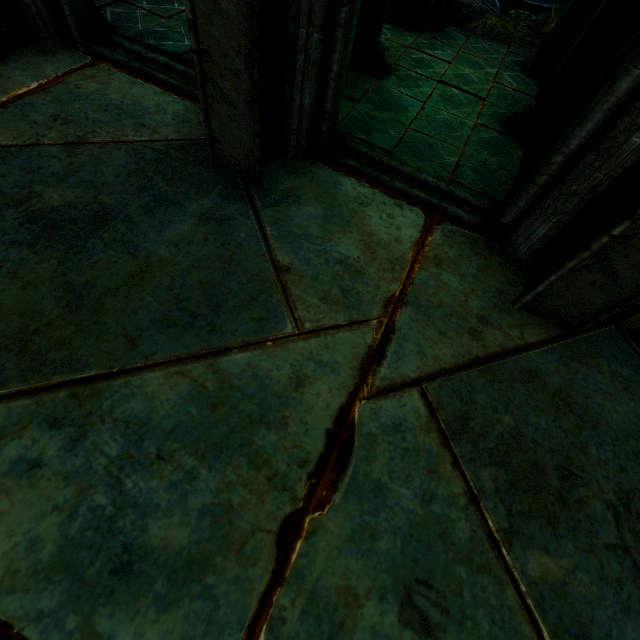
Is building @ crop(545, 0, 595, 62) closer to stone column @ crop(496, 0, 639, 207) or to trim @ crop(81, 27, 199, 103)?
trim @ crop(81, 27, 199, 103)

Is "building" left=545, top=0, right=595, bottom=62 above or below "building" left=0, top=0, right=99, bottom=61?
above

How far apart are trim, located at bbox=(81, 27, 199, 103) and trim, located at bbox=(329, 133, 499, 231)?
0.8 meters

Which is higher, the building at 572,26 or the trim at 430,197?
the building at 572,26

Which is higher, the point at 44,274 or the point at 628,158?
the point at 628,158

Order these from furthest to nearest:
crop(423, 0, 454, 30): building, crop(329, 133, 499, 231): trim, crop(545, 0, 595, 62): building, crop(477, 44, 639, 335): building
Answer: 1. crop(423, 0, 454, 30): building
2. crop(545, 0, 595, 62): building
3. crop(329, 133, 499, 231): trim
4. crop(477, 44, 639, 335): building

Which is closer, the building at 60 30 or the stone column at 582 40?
the stone column at 582 40
